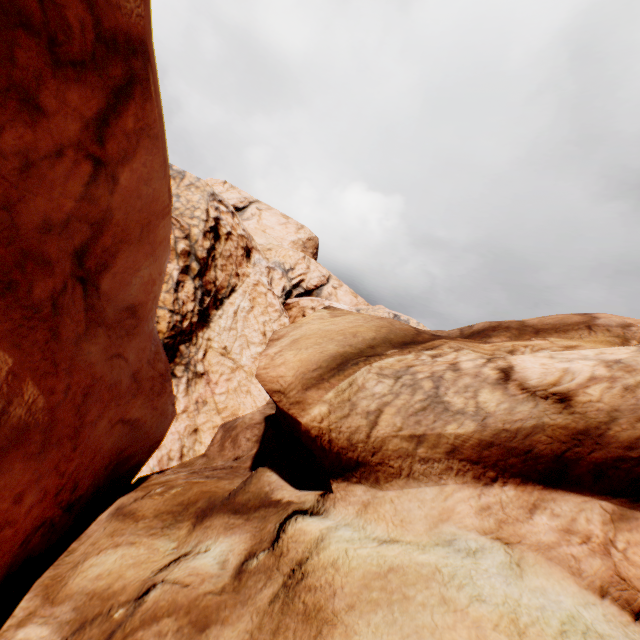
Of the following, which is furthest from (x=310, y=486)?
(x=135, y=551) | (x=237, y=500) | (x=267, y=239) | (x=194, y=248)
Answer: (x=267, y=239)
